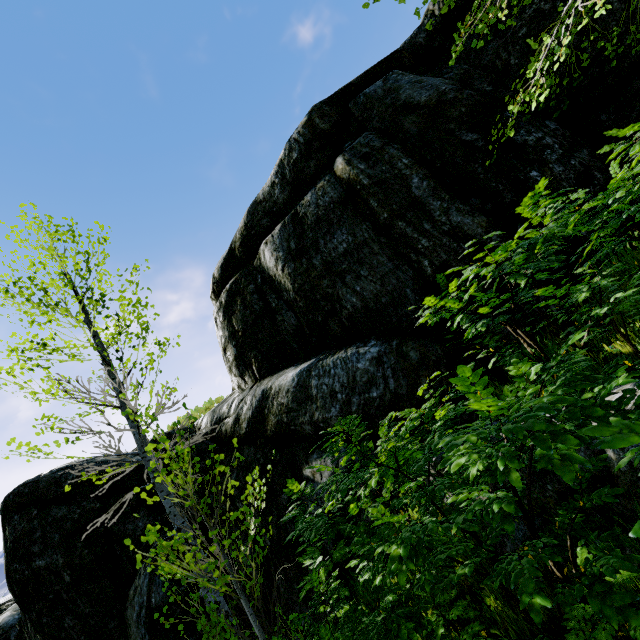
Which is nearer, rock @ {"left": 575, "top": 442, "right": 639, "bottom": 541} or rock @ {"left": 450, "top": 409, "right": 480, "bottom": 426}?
rock @ {"left": 575, "top": 442, "right": 639, "bottom": 541}

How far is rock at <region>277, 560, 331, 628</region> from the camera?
5.3m

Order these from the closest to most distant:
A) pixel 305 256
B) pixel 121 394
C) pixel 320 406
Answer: pixel 121 394 → pixel 320 406 → pixel 305 256

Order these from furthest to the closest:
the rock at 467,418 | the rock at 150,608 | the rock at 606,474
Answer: the rock at 150,608 → the rock at 467,418 → the rock at 606,474

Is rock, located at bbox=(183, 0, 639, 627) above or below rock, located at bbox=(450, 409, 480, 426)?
above

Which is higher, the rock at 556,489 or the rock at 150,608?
the rock at 150,608
